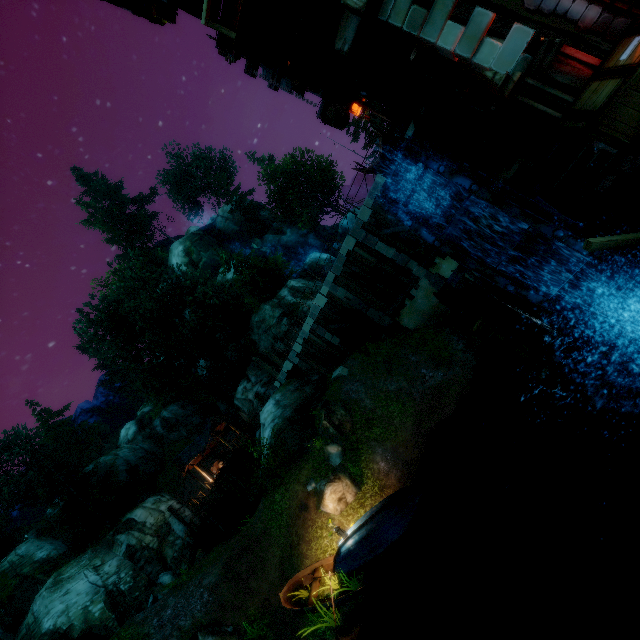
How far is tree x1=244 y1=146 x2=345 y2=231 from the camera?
43.1m

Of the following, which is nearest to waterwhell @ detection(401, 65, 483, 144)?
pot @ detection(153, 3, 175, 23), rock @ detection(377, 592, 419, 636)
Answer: pot @ detection(153, 3, 175, 23)

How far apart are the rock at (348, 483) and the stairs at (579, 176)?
12.32m

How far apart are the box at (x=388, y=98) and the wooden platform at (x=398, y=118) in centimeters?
32cm

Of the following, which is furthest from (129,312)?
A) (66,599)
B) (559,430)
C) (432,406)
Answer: (559,430)

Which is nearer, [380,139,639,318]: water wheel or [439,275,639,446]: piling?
[380,139,639,318]: water wheel

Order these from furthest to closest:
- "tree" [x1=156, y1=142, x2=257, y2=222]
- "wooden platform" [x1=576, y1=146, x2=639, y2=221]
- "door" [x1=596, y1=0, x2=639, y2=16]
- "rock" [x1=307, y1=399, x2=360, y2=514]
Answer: "tree" [x1=156, y1=142, x2=257, y2=222], "rock" [x1=307, y1=399, x2=360, y2=514], "door" [x1=596, y1=0, x2=639, y2=16], "wooden platform" [x1=576, y1=146, x2=639, y2=221]

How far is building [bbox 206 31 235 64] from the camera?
9.1 meters
